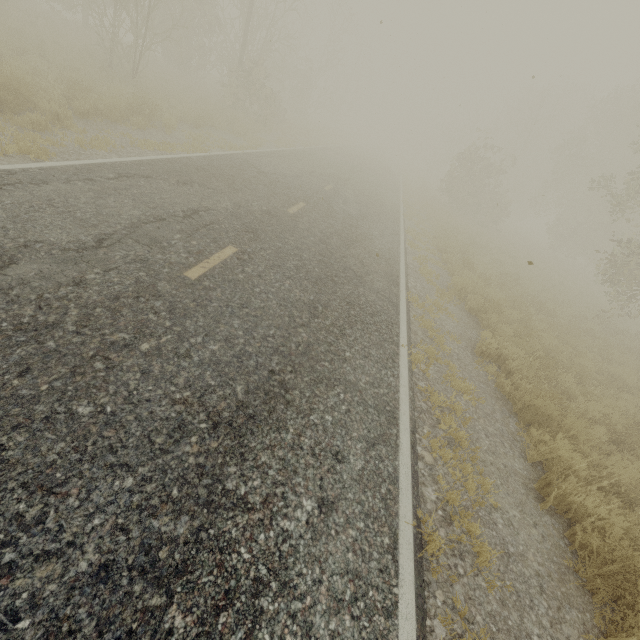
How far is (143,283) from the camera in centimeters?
415cm
